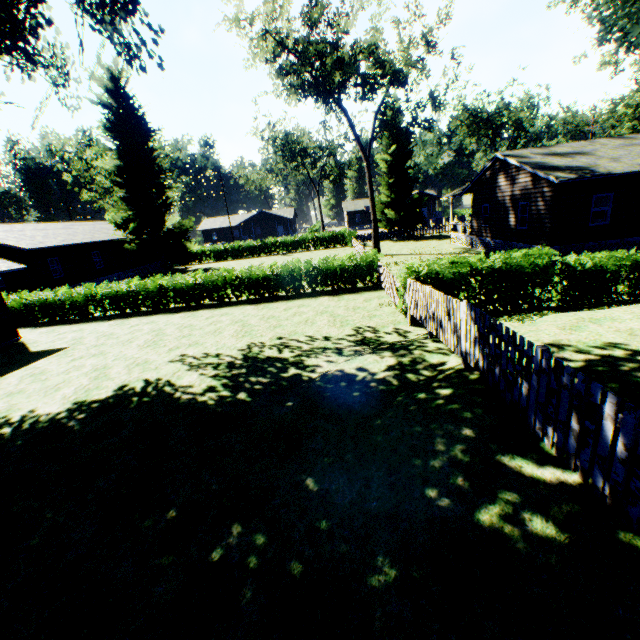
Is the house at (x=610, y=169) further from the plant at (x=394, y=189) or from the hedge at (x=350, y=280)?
the hedge at (x=350, y=280)

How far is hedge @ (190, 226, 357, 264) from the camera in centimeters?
4216cm

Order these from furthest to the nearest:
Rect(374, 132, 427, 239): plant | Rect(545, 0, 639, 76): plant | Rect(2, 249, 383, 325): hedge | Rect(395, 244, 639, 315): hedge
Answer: Rect(374, 132, 427, 239): plant
Rect(2, 249, 383, 325): hedge
Rect(545, 0, 639, 76): plant
Rect(395, 244, 639, 315): hedge

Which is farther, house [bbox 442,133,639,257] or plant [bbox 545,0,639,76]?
house [bbox 442,133,639,257]

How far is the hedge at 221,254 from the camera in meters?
42.2 m

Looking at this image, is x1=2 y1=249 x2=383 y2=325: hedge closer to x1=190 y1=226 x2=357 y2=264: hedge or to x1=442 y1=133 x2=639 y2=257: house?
x1=190 y1=226 x2=357 y2=264: hedge

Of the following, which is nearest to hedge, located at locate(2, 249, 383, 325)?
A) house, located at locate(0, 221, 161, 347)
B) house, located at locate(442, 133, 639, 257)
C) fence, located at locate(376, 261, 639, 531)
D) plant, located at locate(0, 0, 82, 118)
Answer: fence, located at locate(376, 261, 639, 531)

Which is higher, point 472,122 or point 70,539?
point 472,122
